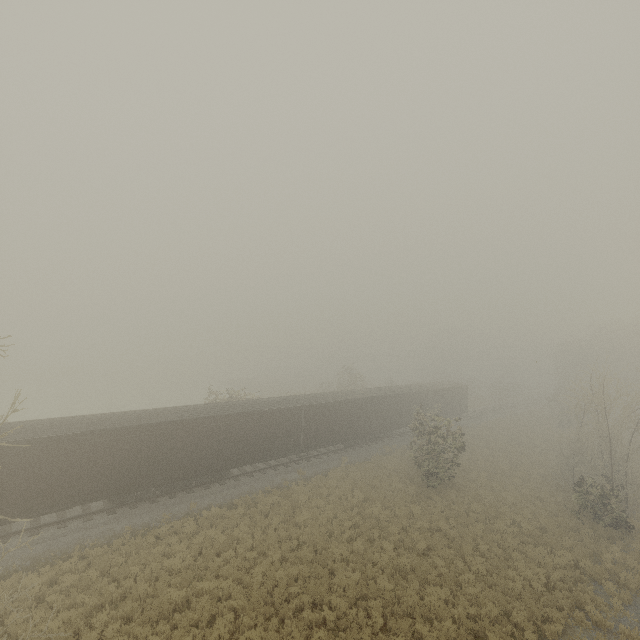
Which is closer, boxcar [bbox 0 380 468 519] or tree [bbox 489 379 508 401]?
boxcar [bbox 0 380 468 519]

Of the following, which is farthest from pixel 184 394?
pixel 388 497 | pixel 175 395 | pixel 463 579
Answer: pixel 463 579

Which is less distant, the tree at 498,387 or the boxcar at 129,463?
the boxcar at 129,463

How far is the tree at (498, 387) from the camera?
57.69m

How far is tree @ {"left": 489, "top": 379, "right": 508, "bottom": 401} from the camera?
57.69m
